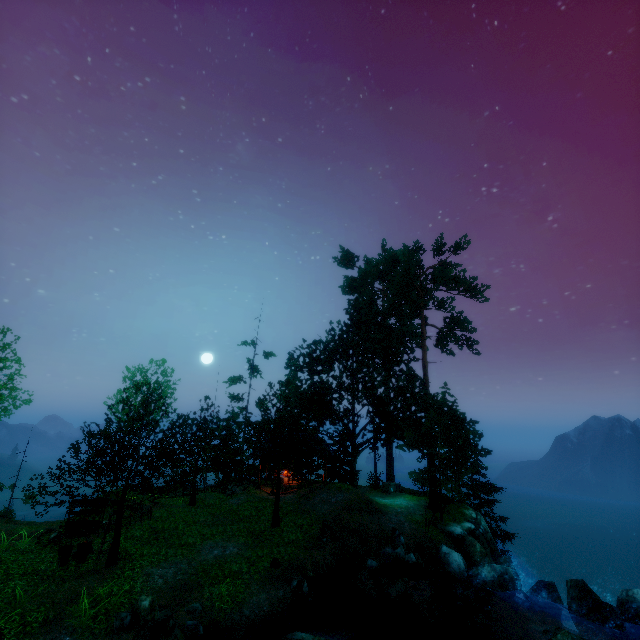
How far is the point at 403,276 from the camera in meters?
26.5 m

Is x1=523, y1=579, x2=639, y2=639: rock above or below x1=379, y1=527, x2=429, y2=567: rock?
below

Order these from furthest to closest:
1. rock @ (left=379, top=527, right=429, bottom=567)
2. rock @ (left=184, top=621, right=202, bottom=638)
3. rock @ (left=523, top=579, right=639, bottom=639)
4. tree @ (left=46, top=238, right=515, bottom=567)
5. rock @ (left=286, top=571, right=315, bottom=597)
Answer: rock @ (left=379, top=527, right=429, bottom=567)
tree @ (left=46, top=238, right=515, bottom=567)
rock @ (left=286, top=571, right=315, bottom=597)
rock @ (left=523, top=579, right=639, bottom=639)
rock @ (left=184, top=621, right=202, bottom=638)

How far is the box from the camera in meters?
26.9

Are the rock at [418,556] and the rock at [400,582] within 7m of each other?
yes

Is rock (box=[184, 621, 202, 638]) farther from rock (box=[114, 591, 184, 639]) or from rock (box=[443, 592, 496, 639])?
rock (box=[443, 592, 496, 639])

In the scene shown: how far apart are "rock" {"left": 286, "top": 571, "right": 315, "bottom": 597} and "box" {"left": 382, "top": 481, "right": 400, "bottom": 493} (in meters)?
14.77

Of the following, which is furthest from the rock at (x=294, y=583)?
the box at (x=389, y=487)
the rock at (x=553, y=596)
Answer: the box at (x=389, y=487)
